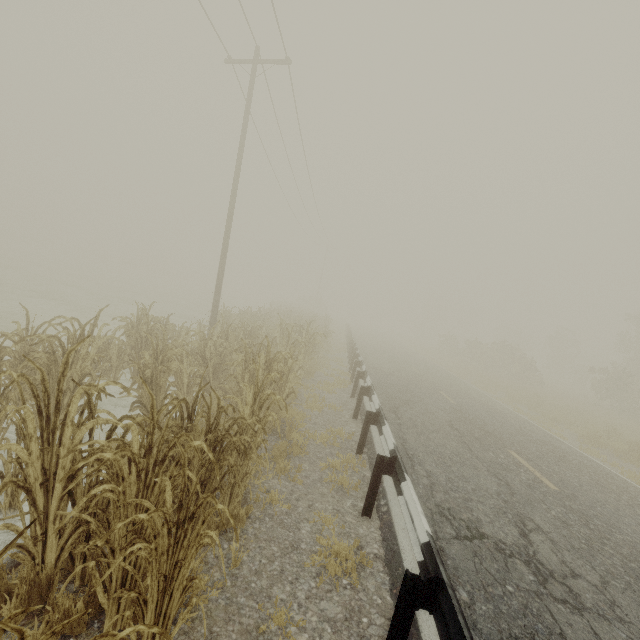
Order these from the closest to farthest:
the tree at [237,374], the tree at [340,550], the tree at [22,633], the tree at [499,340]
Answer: the tree at [22,633] → the tree at [237,374] → the tree at [340,550] → the tree at [499,340]

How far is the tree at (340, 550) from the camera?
3.4m

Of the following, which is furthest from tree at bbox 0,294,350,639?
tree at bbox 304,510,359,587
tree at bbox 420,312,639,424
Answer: tree at bbox 420,312,639,424

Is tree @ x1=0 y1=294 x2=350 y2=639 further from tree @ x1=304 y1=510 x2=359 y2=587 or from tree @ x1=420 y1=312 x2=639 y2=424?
tree @ x1=420 y1=312 x2=639 y2=424

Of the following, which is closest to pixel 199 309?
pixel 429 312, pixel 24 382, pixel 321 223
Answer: pixel 321 223

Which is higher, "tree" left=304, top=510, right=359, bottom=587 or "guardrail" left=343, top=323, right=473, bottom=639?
"guardrail" left=343, top=323, right=473, bottom=639

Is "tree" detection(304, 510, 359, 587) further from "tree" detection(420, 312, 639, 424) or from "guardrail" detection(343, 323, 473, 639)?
"tree" detection(420, 312, 639, 424)
